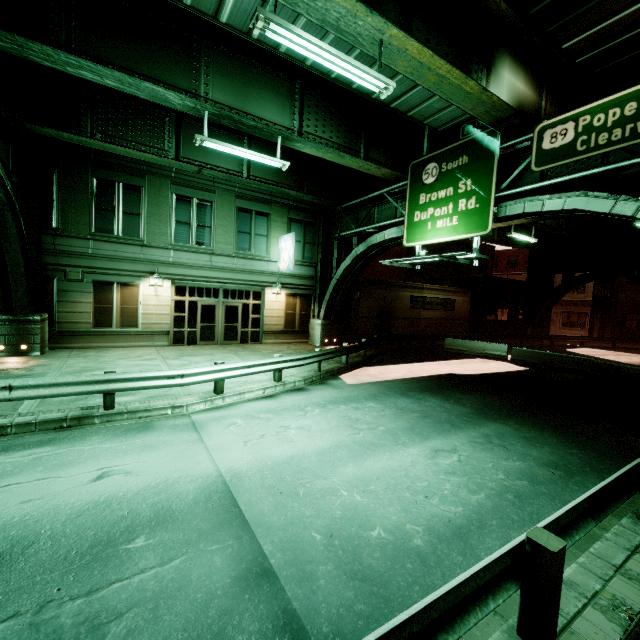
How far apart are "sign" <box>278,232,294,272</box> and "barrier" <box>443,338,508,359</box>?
12.3m

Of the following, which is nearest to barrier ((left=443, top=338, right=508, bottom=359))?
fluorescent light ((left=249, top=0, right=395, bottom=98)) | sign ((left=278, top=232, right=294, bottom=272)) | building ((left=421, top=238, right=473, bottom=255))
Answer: building ((left=421, top=238, right=473, bottom=255))

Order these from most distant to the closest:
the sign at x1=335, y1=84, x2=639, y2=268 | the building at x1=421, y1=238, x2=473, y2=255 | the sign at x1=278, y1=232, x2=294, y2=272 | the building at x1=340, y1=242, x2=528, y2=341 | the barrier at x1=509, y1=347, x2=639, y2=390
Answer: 1. the building at x1=421, y1=238, x2=473, y2=255
2. the building at x1=340, y1=242, x2=528, y2=341
3. the sign at x1=278, y1=232, x2=294, y2=272
4. the barrier at x1=509, y1=347, x2=639, y2=390
5. the sign at x1=335, y1=84, x2=639, y2=268

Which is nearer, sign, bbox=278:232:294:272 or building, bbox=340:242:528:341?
sign, bbox=278:232:294:272

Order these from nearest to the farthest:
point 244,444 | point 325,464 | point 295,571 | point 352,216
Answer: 1. point 295,571
2. point 325,464
3. point 244,444
4. point 352,216

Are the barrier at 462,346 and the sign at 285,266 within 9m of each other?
no

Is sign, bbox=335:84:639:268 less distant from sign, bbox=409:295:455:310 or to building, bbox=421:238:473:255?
building, bbox=421:238:473:255

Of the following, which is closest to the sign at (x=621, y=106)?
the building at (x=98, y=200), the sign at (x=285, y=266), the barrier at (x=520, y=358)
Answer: the sign at (x=285, y=266)
